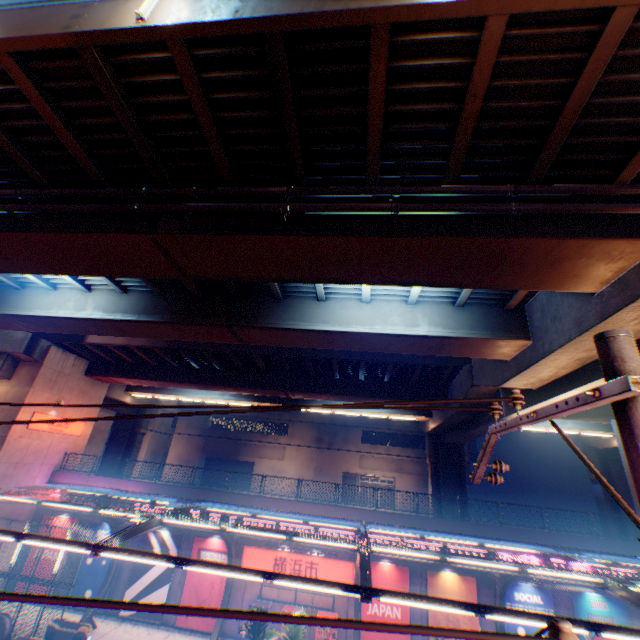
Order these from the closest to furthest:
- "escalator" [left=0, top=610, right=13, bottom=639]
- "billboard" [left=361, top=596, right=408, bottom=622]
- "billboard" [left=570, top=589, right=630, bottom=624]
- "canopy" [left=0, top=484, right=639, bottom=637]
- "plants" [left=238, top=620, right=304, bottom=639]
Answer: "canopy" [left=0, top=484, right=639, bottom=637] < "plants" [left=238, top=620, right=304, bottom=639] < "escalator" [left=0, top=610, right=13, bottom=639] < "billboard" [left=570, top=589, right=630, bottom=624] < "billboard" [left=361, top=596, right=408, bottom=622]

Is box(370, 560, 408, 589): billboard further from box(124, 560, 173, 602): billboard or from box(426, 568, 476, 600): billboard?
box(124, 560, 173, 602): billboard

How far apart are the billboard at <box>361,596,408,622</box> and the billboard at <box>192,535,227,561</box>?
7.6m

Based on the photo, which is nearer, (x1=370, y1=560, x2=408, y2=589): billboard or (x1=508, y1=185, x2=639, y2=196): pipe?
(x1=508, y1=185, x2=639, y2=196): pipe

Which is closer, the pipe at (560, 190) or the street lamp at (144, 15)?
the street lamp at (144, 15)

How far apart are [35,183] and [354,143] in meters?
9.1 m

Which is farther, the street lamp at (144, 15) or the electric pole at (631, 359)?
the street lamp at (144, 15)

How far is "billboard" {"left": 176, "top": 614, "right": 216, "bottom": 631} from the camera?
18.0 meters
